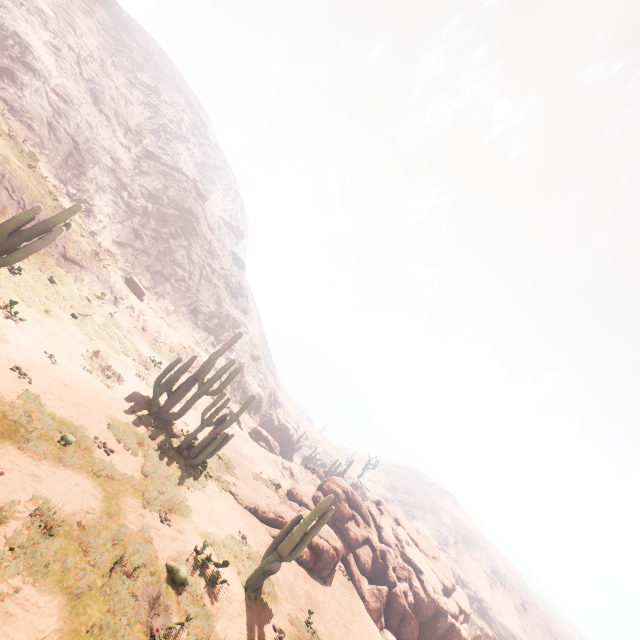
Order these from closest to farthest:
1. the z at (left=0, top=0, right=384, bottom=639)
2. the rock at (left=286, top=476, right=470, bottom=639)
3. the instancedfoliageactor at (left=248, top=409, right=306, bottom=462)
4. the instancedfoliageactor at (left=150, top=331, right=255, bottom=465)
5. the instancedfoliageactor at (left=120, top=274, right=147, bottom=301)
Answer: the z at (left=0, top=0, right=384, bottom=639), the instancedfoliageactor at (left=150, top=331, right=255, bottom=465), the rock at (left=286, top=476, right=470, bottom=639), the instancedfoliageactor at (left=120, top=274, right=147, bottom=301), the instancedfoliageactor at (left=248, top=409, right=306, bottom=462)

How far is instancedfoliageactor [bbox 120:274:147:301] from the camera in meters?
28.3

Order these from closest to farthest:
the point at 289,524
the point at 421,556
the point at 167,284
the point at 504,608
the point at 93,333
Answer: the point at 289,524
the point at 93,333
the point at 421,556
the point at 167,284
the point at 504,608

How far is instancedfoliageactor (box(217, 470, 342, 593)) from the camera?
9.8 meters

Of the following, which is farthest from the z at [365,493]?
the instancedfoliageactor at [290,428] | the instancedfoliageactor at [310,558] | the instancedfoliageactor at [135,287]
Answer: the instancedfoliageactor at [310,558]

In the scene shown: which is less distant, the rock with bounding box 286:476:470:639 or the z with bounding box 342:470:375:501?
the rock with bounding box 286:476:470:639

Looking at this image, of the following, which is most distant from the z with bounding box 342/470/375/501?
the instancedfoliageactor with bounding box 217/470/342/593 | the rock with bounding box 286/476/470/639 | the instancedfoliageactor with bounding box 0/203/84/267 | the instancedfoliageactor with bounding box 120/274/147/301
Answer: the instancedfoliageactor with bounding box 0/203/84/267

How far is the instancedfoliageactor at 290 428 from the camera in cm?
3406
